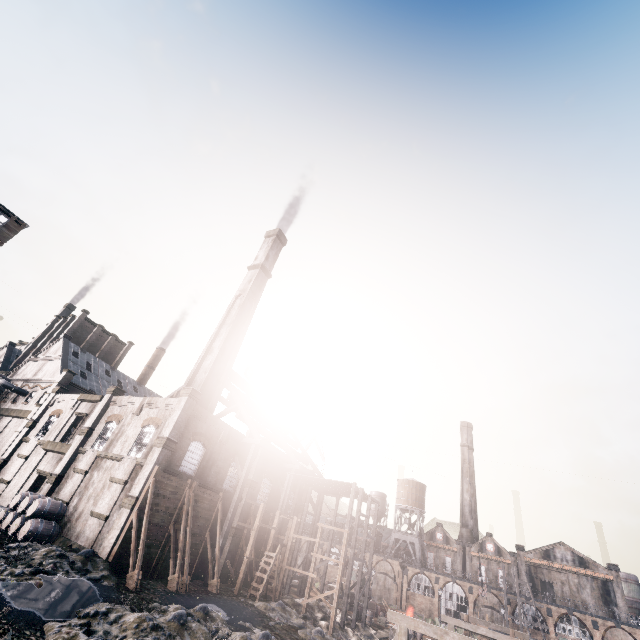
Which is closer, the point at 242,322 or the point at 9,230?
the point at 9,230

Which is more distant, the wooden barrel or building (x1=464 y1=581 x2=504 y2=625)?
building (x1=464 y1=581 x2=504 y2=625)

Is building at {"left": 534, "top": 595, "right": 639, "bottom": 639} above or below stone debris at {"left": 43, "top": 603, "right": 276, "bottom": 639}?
above

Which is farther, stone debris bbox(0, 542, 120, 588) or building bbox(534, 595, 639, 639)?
building bbox(534, 595, 639, 639)

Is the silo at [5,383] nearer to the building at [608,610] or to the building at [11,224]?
the building at [11,224]

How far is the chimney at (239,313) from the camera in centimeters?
3638cm

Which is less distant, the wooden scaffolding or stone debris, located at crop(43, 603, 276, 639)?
stone debris, located at crop(43, 603, 276, 639)

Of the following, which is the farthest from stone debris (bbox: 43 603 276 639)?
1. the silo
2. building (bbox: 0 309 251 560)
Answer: the silo
